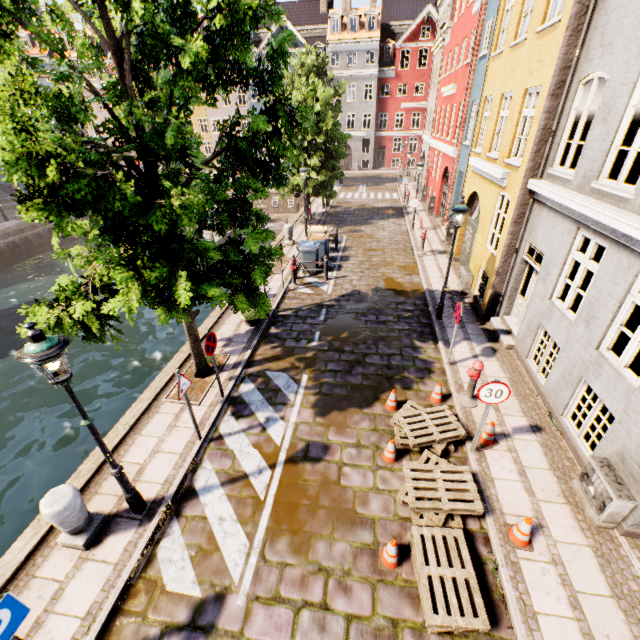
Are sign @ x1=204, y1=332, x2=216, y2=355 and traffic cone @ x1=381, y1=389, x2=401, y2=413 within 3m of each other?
no

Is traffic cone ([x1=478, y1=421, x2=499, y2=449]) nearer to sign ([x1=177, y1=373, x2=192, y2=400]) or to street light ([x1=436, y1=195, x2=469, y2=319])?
street light ([x1=436, y1=195, x2=469, y2=319])

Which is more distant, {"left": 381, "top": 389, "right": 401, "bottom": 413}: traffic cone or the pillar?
{"left": 381, "top": 389, "right": 401, "bottom": 413}: traffic cone

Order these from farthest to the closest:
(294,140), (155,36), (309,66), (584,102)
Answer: (309,66)
(294,140)
(584,102)
(155,36)

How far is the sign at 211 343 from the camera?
7.0 meters

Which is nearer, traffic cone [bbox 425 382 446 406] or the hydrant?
the hydrant

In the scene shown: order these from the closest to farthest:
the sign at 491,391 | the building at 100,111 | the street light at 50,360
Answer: the street light at 50,360, the sign at 491,391, the building at 100,111

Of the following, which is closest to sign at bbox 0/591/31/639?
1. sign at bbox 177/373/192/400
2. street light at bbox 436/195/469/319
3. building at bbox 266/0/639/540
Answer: street light at bbox 436/195/469/319
